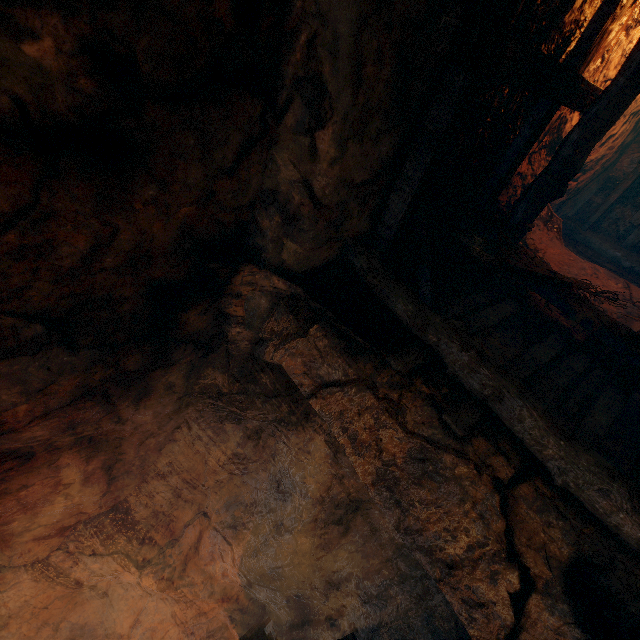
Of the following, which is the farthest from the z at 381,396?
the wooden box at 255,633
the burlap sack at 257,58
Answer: the wooden box at 255,633

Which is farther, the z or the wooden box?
the wooden box

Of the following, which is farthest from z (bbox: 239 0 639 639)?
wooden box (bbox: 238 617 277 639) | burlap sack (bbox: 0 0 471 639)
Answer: wooden box (bbox: 238 617 277 639)

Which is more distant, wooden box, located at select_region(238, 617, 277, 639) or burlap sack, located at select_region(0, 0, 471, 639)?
wooden box, located at select_region(238, 617, 277, 639)

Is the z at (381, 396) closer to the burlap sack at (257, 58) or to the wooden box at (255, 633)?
the burlap sack at (257, 58)

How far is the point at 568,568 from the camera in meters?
2.4

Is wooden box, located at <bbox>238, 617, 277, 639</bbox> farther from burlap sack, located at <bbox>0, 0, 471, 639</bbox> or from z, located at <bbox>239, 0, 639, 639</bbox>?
z, located at <bbox>239, 0, 639, 639</bbox>
